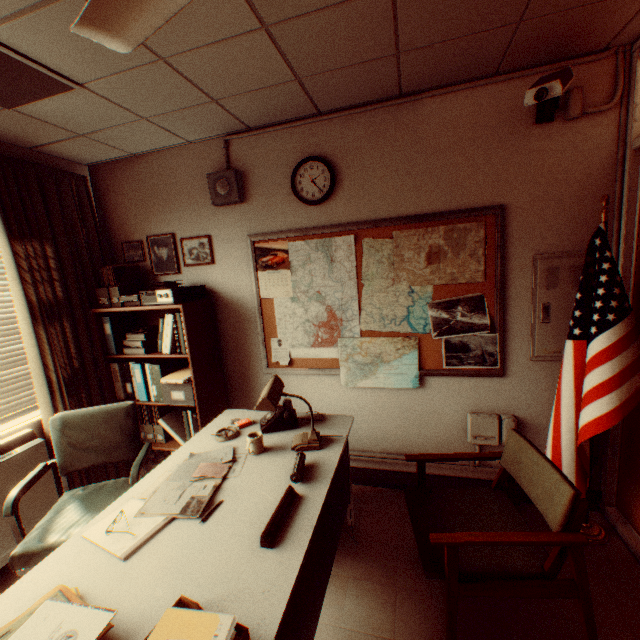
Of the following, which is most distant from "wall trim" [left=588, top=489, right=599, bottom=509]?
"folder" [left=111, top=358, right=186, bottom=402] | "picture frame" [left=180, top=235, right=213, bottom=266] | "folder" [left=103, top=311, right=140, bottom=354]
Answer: "picture frame" [left=180, top=235, right=213, bottom=266]

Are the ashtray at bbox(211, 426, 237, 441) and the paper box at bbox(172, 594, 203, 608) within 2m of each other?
yes

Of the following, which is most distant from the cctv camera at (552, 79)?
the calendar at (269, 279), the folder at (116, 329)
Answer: the folder at (116, 329)

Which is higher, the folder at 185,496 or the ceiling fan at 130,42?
the ceiling fan at 130,42

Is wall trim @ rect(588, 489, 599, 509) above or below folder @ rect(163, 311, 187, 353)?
below

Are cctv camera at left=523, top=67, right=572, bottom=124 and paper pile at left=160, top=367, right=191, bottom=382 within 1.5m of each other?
no

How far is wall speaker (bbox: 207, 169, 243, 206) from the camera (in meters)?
3.03

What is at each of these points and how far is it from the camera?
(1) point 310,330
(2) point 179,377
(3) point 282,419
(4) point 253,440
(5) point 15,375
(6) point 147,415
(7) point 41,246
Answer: (1) map, 3.2m
(2) paper pile, 3.1m
(3) phone, 2.5m
(4) cup, 2.2m
(5) blinds, 3.0m
(6) file holder, 3.5m
(7) curtain, 2.9m
